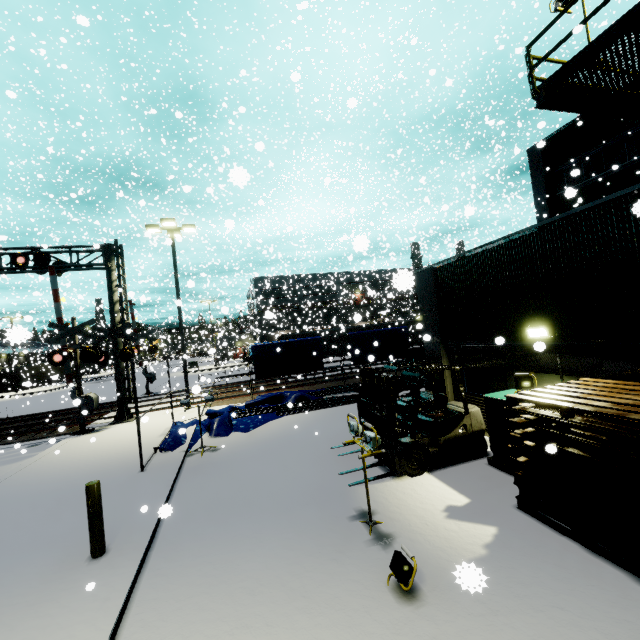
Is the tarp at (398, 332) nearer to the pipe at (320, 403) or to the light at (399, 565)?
the pipe at (320, 403)

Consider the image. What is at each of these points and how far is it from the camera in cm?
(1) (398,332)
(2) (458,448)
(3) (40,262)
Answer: (1) tarp, 1989
(2) forklift, 738
(3) railroad crossing overhang, 1469

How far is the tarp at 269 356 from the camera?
17.42m

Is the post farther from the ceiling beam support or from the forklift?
the ceiling beam support

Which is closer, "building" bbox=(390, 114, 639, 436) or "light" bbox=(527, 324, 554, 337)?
"building" bbox=(390, 114, 639, 436)

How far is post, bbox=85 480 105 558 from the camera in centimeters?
518cm

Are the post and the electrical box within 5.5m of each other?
no

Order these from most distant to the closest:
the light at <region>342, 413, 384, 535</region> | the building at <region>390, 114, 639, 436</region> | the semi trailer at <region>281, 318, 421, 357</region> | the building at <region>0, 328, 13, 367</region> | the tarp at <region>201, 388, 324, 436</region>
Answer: the semi trailer at <region>281, 318, 421, 357</region> → the tarp at <region>201, 388, 324, 436</region> → the building at <region>390, 114, 639, 436</region> → the light at <region>342, 413, 384, 535</region> → the building at <region>0, 328, 13, 367</region>
